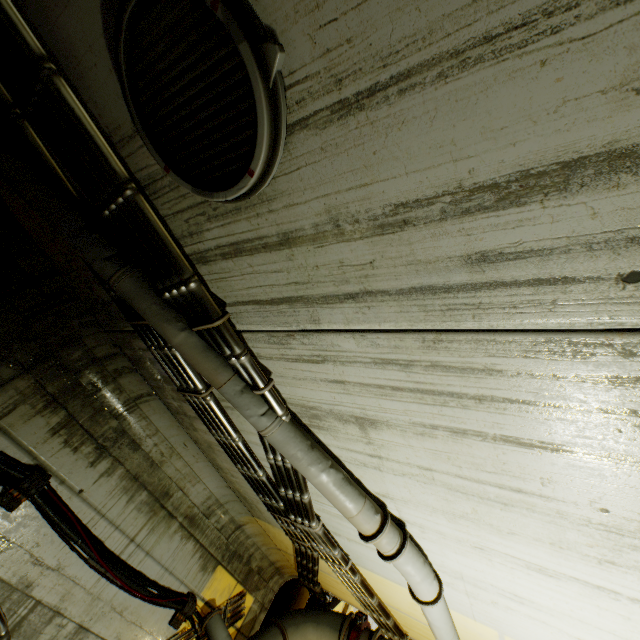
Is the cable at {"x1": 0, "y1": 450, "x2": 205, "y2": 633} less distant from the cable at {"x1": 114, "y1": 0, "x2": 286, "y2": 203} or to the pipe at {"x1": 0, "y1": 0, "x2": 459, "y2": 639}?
the pipe at {"x1": 0, "y1": 0, "x2": 459, "y2": 639}

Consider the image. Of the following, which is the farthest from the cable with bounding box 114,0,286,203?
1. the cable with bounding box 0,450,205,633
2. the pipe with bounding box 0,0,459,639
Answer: the cable with bounding box 0,450,205,633

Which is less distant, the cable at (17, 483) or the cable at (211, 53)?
the cable at (211, 53)

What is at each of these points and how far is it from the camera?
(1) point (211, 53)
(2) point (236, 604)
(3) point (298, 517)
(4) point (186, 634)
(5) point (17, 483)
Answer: (1) cable, 1.2 meters
(2) pipe, 5.3 meters
(3) pipe, 3.7 meters
(4) pipe, 4.6 meters
(5) cable, 3.1 meters

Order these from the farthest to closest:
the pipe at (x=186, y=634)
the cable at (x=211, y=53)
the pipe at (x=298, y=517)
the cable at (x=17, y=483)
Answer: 1. the pipe at (x=186, y=634)
2. the cable at (x=17, y=483)
3. the pipe at (x=298, y=517)
4. the cable at (x=211, y=53)

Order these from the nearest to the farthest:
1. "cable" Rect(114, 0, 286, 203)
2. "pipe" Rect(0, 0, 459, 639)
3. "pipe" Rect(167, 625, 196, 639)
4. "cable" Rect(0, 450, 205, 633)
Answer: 1. "cable" Rect(114, 0, 286, 203)
2. "pipe" Rect(0, 0, 459, 639)
3. "cable" Rect(0, 450, 205, 633)
4. "pipe" Rect(167, 625, 196, 639)

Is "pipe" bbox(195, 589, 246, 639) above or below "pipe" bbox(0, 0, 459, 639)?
below
